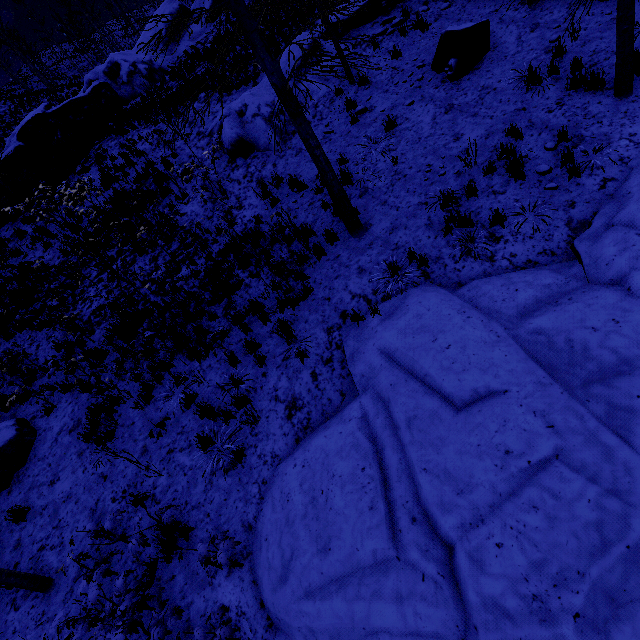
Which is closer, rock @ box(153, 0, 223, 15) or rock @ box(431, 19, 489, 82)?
rock @ box(431, 19, 489, 82)

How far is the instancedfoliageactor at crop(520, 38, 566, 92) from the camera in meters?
7.1 m

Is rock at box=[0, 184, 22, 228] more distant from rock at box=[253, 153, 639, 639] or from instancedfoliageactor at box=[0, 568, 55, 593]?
rock at box=[253, 153, 639, 639]

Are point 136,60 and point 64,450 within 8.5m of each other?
no

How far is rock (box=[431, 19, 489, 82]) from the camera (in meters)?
8.16

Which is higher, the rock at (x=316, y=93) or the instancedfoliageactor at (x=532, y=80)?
the rock at (x=316, y=93)

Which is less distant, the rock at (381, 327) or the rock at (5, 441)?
the rock at (381, 327)

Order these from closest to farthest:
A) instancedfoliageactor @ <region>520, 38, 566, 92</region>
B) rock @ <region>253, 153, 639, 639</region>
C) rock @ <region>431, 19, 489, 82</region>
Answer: rock @ <region>253, 153, 639, 639</region> → instancedfoliageactor @ <region>520, 38, 566, 92</region> → rock @ <region>431, 19, 489, 82</region>
